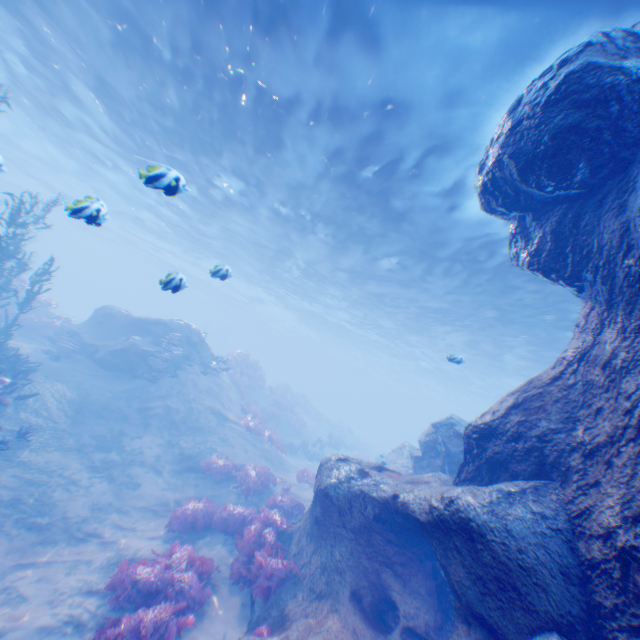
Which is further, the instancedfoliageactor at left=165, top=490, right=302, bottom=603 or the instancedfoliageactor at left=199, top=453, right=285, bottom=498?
the instancedfoliageactor at left=199, top=453, right=285, bottom=498

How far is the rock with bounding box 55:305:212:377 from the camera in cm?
1661

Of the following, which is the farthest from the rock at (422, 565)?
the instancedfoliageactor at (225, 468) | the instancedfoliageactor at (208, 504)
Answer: the instancedfoliageactor at (225, 468)

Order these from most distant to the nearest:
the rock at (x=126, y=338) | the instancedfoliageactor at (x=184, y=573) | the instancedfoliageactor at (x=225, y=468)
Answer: the rock at (x=126, y=338) < the instancedfoliageactor at (x=225, y=468) < the instancedfoliageactor at (x=184, y=573)

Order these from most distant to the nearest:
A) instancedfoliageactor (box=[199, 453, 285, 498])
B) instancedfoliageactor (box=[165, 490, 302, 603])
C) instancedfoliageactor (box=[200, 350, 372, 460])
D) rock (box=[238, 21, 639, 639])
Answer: instancedfoliageactor (box=[200, 350, 372, 460]), instancedfoliageactor (box=[199, 453, 285, 498]), instancedfoliageactor (box=[165, 490, 302, 603]), rock (box=[238, 21, 639, 639])

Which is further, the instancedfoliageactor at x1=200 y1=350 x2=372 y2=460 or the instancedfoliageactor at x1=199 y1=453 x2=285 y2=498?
the instancedfoliageactor at x1=200 y1=350 x2=372 y2=460

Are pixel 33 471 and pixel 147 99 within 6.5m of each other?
no

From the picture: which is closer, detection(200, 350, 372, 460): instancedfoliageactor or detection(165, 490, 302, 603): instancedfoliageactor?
detection(165, 490, 302, 603): instancedfoliageactor
